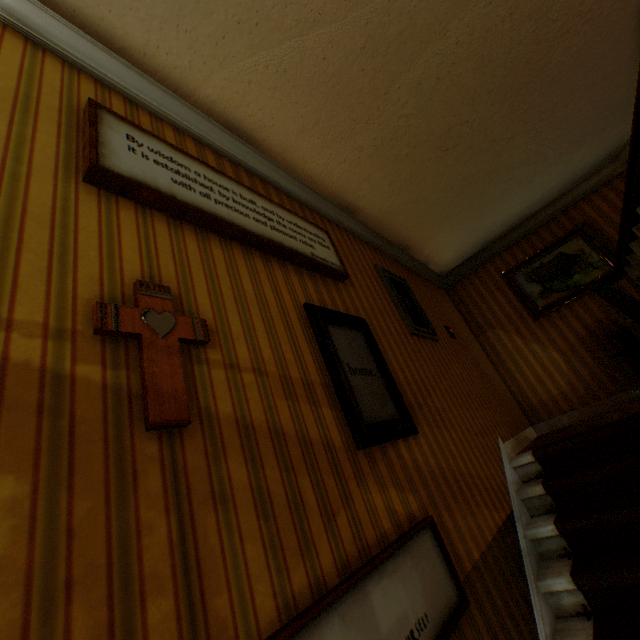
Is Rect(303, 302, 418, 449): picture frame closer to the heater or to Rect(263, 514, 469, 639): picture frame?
Rect(263, 514, 469, 639): picture frame

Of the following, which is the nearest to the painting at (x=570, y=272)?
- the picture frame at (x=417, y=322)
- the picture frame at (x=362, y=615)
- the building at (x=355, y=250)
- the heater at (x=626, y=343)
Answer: the building at (x=355, y=250)

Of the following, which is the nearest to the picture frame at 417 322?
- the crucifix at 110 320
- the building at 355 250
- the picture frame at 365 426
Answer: the building at 355 250

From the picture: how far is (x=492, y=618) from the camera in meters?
1.8 m

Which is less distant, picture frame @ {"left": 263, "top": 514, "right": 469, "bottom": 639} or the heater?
picture frame @ {"left": 263, "top": 514, "right": 469, "bottom": 639}

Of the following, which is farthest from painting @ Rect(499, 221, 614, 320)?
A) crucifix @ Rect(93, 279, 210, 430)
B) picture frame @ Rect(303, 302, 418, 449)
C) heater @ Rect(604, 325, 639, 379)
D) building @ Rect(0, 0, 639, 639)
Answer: crucifix @ Rect(93, 279, 210, 430)

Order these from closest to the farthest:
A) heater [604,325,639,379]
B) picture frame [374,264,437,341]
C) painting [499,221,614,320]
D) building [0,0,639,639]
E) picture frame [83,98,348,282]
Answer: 1. building [0,0,639,639]
2. picture frame [83,98,348,282]
3. picture frame [374,264,437,341]
4. heater [604,325,639,379]
5. painting [499,221,614,320]

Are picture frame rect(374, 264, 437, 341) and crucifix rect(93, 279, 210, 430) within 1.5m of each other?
no
